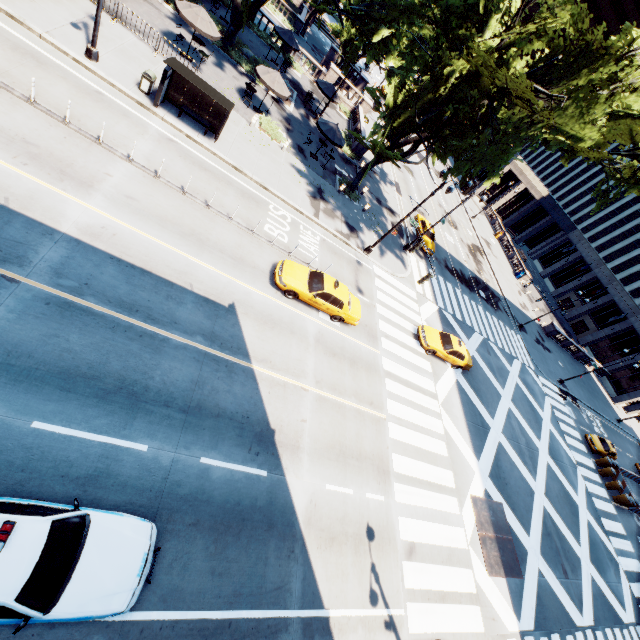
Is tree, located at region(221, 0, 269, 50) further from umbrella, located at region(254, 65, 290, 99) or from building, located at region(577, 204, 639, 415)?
building, located at region(577, 204, 639, 415)

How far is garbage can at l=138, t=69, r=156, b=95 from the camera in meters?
16.1

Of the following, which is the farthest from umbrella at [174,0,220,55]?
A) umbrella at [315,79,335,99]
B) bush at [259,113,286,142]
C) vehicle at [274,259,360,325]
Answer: vehicle at [274,259,360,325]

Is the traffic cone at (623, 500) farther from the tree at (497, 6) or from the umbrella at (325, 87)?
the umbrella at (325, 87)

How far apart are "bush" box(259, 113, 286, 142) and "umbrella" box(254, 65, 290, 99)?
1.6m

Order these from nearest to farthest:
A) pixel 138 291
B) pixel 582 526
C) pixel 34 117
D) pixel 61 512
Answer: pixel 61 512, pixel 138 291, pixel 34 117, pixel 582 526

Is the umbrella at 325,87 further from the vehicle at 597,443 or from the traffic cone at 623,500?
the traffic cone at 623,500

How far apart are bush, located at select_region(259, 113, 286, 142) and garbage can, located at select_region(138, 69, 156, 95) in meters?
7.4
